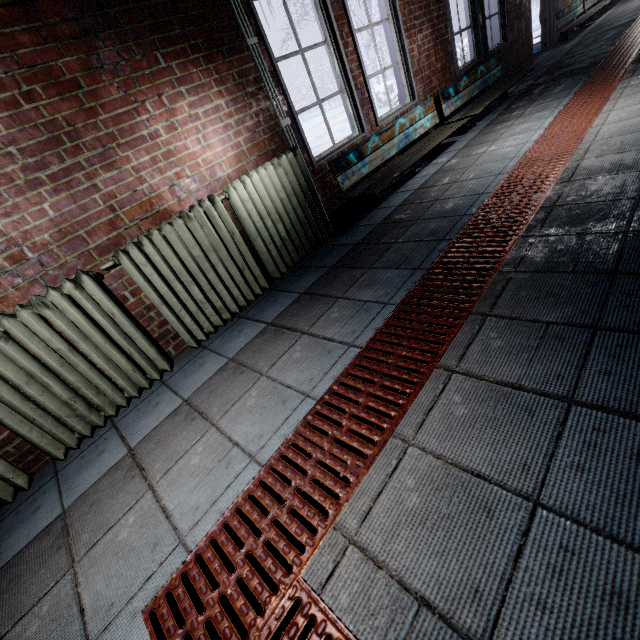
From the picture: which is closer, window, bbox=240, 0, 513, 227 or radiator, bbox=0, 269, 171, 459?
radiator, bbox=0, 269, 171, 459

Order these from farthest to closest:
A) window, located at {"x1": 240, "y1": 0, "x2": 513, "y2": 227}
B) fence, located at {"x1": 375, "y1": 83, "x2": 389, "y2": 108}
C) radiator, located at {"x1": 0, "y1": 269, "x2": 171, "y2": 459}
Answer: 1. fence, located at {"x1": 375, "y1": 83, "x2": 389, "y2": 108}
2. window, located at {"x1": 240, "y1": 0, "x2": 513, "y2": 227}
3. radiator, located at {"x1": 0, "y1": 269, "x2": 171, "y2": 459}

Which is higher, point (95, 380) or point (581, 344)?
point (95, 380)

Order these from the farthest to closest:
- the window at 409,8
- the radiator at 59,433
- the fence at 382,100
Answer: the fence at 382,100 → the window at 409,8 → the radiator at 59,433

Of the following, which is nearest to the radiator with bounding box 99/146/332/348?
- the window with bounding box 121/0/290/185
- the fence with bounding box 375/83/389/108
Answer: the window with bounding box 121/0/290/185

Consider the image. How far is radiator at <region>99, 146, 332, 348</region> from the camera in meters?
2.1 m

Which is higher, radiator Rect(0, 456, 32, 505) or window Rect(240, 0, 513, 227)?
window Rect(240, 0, 513, 227)

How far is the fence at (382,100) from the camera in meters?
10.3
